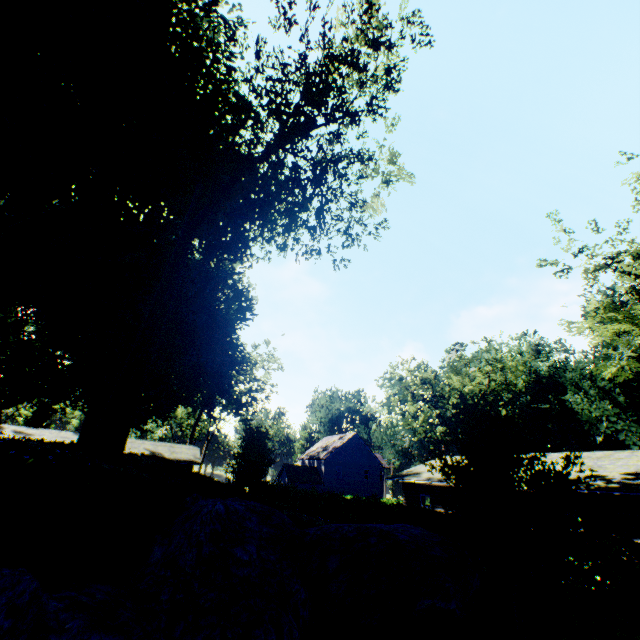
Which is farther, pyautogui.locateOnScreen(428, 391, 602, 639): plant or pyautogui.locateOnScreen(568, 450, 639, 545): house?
pyautogui.locateOnScreen(568, 450, 639, 545): house

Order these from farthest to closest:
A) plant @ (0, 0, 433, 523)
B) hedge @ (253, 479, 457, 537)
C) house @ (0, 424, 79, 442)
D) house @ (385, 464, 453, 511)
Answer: house @ (0, 424, 79, 442), house @ (385, 464, 453, 511), hedge @ (253, 479, 457, 537), plant @ (0, 0, 433, 523)

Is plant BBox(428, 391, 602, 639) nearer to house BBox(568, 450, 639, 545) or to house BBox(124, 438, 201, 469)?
house BBox(124, 438, 201, 469)

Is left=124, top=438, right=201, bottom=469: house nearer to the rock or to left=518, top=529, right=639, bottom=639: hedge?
the rock

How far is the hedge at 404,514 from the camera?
11.94m

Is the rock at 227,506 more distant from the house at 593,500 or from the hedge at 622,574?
the house at 593,500

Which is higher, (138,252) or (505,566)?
(138,252)

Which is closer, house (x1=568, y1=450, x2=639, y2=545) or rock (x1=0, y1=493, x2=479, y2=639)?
rock (x1=0, y1=493, x2=479, y2=639)
